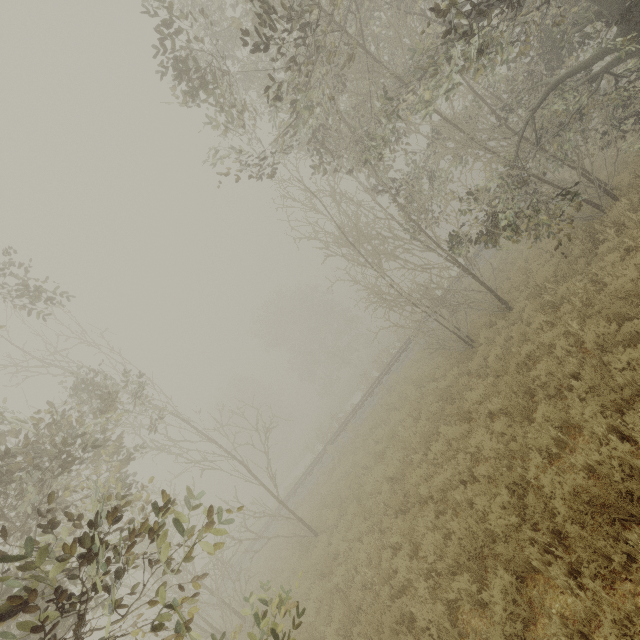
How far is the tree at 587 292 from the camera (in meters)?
7.16

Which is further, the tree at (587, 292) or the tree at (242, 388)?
the tree at (587, 292)

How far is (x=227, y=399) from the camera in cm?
5644

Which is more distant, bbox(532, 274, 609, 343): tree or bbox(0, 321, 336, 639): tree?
bbox(532, 274, 609, 343): tree

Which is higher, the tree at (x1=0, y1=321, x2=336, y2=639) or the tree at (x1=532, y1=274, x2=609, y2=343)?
the tree at (x1=0, y1=321, x2=336, y2=639)

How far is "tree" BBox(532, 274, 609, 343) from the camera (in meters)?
7.16
